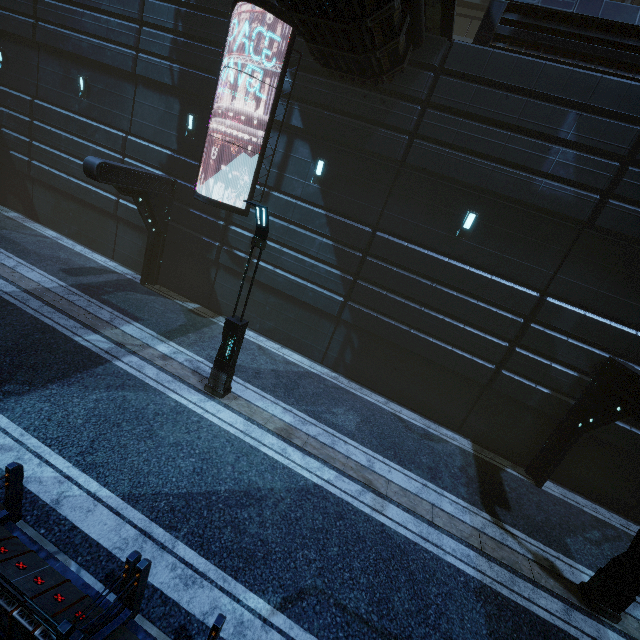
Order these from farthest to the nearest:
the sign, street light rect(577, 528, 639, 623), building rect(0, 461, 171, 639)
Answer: the sign
street light rect(577, 528, 639, 623)
building rect(0, 461, 171, 639)

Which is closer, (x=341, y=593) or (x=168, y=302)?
(x=341, y=593)

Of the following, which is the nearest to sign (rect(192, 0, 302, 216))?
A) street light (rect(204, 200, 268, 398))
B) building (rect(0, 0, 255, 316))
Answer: building (rect(0, 0, 255, 316))

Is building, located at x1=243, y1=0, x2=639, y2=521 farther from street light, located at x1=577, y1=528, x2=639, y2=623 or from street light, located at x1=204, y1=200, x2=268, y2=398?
street light, located at x1=204, y1=200, x2=268, y2=398

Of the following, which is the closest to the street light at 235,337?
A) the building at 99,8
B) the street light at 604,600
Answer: the building at 99,8

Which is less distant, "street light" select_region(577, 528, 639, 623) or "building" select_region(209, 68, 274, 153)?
"street light" select_region(577, 528, 639, 623)

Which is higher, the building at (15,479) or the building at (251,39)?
the building at (251,39)

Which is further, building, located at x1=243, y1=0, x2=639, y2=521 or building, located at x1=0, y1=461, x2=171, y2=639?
building, located at x1=243, y1=0, x2=639, y2=521
